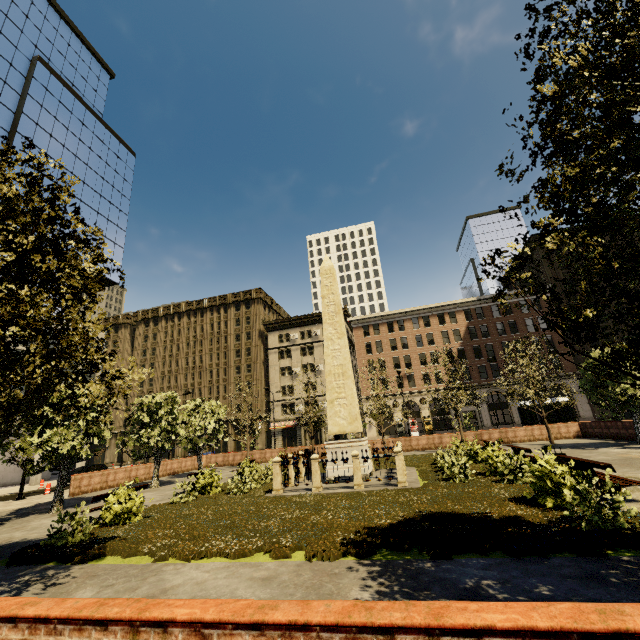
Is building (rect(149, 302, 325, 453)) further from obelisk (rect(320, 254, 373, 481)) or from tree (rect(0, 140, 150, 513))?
obelisk (rect(320, 254, 373, 481))

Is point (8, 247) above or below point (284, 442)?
above

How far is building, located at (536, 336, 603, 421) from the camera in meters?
42.5 m

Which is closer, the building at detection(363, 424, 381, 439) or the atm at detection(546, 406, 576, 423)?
the atm at detection(546, 406, 576, 423)

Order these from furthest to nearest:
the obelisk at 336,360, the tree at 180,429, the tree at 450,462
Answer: the tree at 180,429 < the obelisk at 336,360 < the tree at 450,462

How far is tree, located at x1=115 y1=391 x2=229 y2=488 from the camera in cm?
1973

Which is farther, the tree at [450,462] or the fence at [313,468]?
the fence at [313,468]
